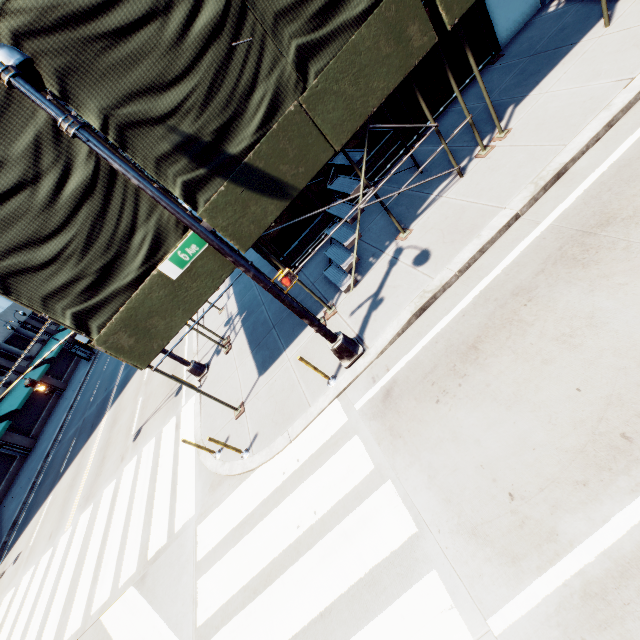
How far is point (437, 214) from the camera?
7.9 meters

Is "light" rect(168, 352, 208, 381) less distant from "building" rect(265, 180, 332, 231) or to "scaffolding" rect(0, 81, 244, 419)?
"scaffolding" rect(0, 81, 244, 419)

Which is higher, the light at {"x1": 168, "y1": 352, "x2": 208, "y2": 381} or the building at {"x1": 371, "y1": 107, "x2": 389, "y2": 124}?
the building at {"x1": 371, "y1": 107, "x2": 389, "y2": 124}

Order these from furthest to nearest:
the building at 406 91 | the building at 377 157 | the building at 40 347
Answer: the building at 40 347
the building at 377 157
the building at 406 91

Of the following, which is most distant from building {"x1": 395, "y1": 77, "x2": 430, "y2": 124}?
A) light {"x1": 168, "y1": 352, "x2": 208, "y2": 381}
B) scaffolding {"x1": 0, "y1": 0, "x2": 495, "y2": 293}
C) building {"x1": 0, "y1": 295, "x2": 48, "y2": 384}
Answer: building {"x1": 0, "y1": 295, "x2": 48, "y2": 384}

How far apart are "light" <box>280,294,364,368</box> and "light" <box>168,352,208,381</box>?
6.3 meters

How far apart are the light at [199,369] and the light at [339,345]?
6.34m
